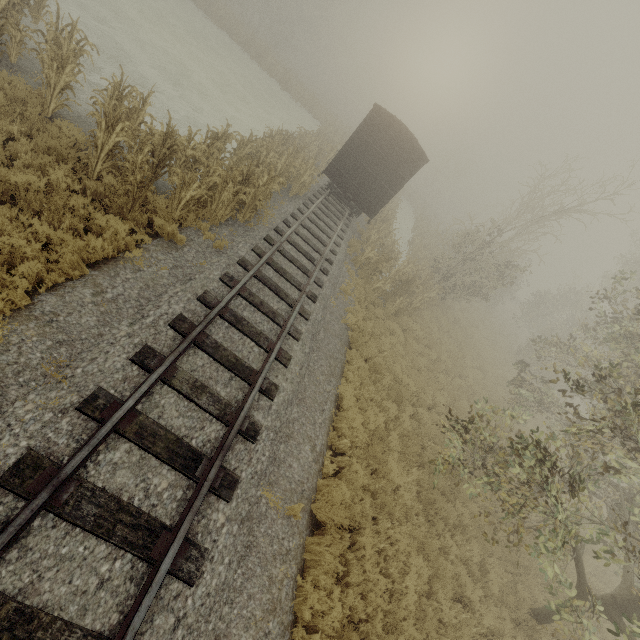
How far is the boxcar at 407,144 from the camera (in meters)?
14.28

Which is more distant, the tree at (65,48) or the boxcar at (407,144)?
the boxcar at (407,144)

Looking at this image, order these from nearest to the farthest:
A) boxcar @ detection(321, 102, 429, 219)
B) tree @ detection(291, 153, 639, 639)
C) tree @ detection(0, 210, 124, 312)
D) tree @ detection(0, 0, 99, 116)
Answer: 1. tree @ detection(0, 210, 124, 312)
2. tree @ detection(291, 153, 639, 639)
3. tree @ detection(0, 0, 99, 116)
4. boxcar @ detection(321, 102, 429, 219)

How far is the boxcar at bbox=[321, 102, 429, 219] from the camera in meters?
14.3

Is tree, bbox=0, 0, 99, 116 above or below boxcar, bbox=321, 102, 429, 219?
below

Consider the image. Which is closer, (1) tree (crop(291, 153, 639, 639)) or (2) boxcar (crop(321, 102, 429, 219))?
(1) tree (crop(291, 153, 639, 639))

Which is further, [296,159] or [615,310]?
[296,159]
